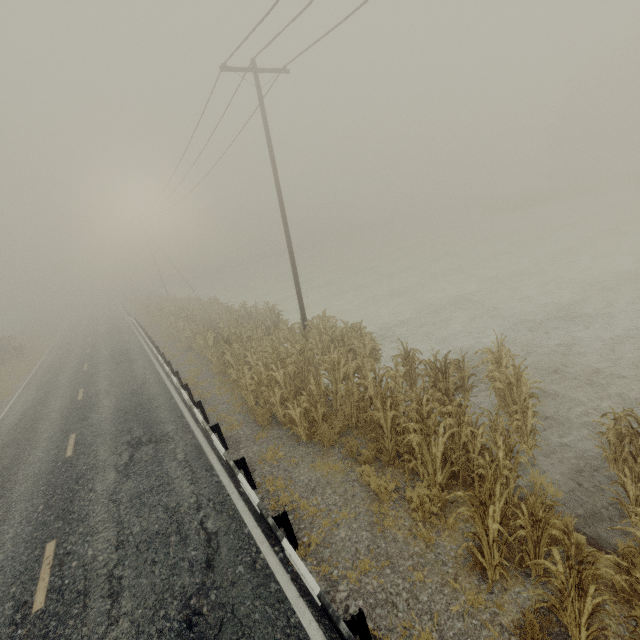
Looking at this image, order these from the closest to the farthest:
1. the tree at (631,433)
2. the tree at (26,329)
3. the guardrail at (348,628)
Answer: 1. the guardrail at (348,628)
2. the tree at (631,433)
3. the tree at (26,329)

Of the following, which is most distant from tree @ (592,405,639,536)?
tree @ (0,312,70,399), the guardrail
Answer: tree @ (0,312,70,399)

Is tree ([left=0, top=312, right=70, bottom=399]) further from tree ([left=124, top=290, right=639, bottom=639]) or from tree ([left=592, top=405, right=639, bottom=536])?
tree ([left=592, top=405, right=639, bottom=536])

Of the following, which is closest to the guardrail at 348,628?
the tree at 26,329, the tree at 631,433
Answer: the tree at 26,329

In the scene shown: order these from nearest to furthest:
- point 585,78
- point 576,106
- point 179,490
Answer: point 179,490
point 576,106
point 585,78

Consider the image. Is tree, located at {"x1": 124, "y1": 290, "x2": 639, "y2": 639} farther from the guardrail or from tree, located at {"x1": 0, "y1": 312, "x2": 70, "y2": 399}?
tree, located at {"x1": 0, "y1": 312, "x2": 70, "y2": 399}

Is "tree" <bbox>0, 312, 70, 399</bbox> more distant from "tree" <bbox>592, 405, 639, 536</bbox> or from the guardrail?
"tree" <bbox>592, 405, 639, 536</bbox>
